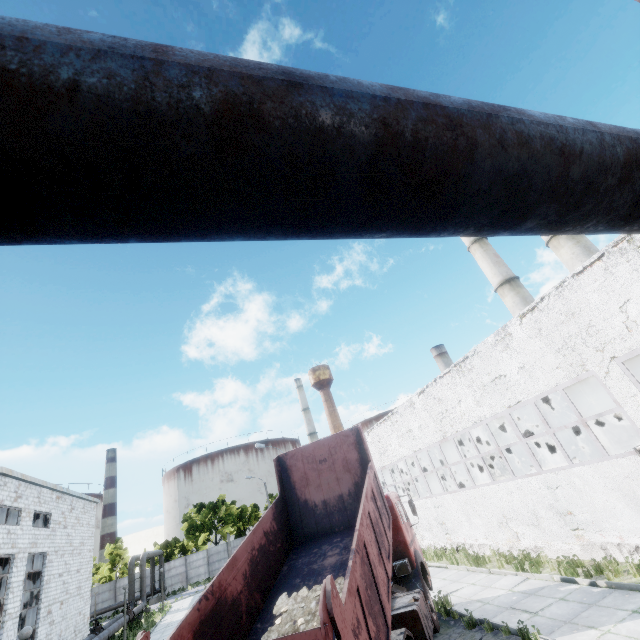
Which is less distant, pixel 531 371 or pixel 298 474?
pixel 298 474

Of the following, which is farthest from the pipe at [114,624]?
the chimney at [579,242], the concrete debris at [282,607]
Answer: the chimney at [579,242]

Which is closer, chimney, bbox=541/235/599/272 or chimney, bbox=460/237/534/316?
chimney, bbox=541/235/599/272

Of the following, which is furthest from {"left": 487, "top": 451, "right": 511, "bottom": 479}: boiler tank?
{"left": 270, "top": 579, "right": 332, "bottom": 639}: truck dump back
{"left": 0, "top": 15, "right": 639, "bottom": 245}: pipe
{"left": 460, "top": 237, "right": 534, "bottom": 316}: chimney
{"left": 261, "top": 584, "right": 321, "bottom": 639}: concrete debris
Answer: {"left": 270, "top": 579, "right": 332, "bottom": 639}: truck dump back

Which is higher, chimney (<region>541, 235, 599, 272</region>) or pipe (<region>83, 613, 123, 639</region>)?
chimney (<region>541, 235, 599, 272</region>)

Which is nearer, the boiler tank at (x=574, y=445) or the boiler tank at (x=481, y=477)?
the boiler tank at (x=574, y=445)

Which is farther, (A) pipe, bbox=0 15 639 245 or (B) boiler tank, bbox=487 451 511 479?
(B) boiler tank, bbox=487 451 511 479

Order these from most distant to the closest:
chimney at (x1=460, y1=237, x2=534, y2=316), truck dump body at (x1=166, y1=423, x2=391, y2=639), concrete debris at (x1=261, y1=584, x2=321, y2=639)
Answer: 1. chimney at (x1=460, y1=237, x2=534, y2=316)
2. concrete debris at (x1=261, y1=584, x2=321, y2=639)
3. truck dump body at (x1=166, y1=423, x2=391, y2=639)
